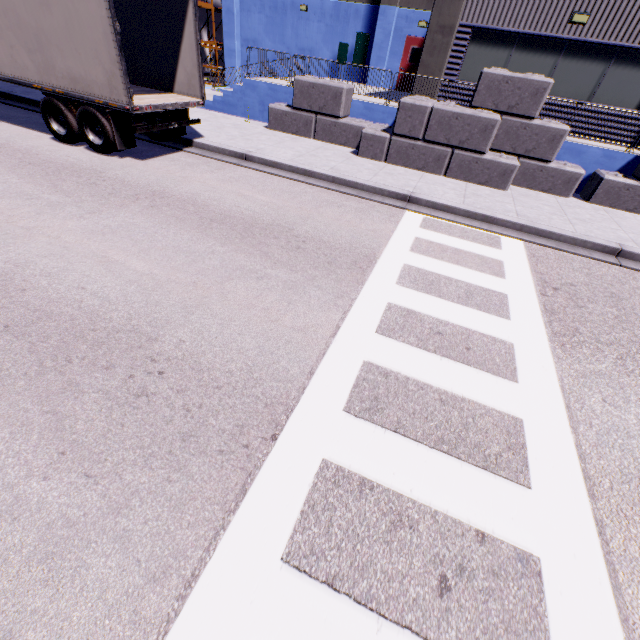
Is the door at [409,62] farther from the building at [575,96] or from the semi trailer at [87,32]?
the semi trailer at [87,32]

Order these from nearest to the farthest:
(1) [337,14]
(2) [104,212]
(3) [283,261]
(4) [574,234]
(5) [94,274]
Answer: (5) [94,274], (3) [283,261], (2) [104,212], (4) [574,234], (1) [337,14]

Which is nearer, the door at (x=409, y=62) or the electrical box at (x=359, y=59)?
the door at (x=409, y=62)

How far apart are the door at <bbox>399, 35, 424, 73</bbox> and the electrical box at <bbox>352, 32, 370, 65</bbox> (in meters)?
2.06

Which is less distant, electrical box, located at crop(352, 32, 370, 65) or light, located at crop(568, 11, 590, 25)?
light, located at crop(568, 11, 590, 25)

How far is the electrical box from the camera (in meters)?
18.36

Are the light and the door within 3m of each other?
no

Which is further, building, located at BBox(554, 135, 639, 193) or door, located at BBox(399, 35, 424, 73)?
door, located at BBox(399, 35, 424, 73)
